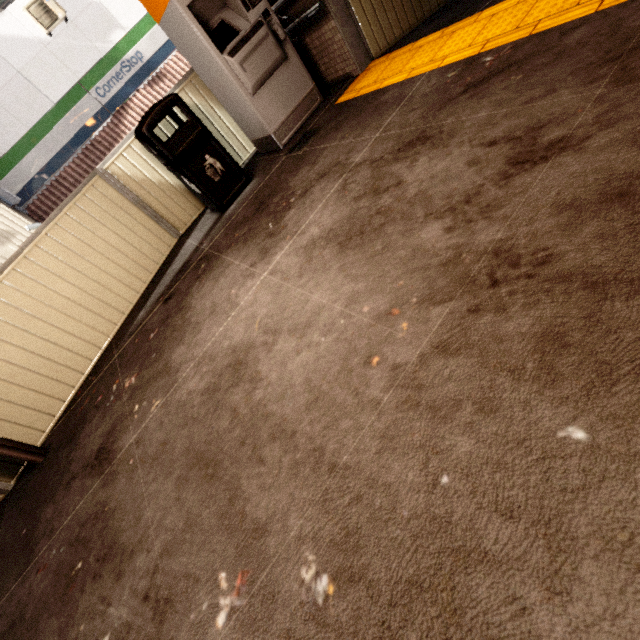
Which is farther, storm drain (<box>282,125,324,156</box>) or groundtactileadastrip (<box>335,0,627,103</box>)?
storm drain (<box>282,125,324,156</box>)

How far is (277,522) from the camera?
1.3m

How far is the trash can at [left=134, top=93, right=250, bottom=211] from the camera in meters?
3.3 m

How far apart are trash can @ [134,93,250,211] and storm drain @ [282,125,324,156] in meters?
0.5 m

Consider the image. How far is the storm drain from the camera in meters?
3.6

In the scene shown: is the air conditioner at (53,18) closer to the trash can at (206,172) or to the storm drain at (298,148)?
the trash can at (206,172)

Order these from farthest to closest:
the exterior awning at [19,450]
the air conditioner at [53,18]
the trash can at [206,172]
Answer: the air conditioner at [53,18]
the trash can at [206,172]
the exterior awning at [19,450]

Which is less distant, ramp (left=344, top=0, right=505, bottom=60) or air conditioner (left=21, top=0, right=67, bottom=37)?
ramp (left=344, top=0, right=505, bottom=60)
